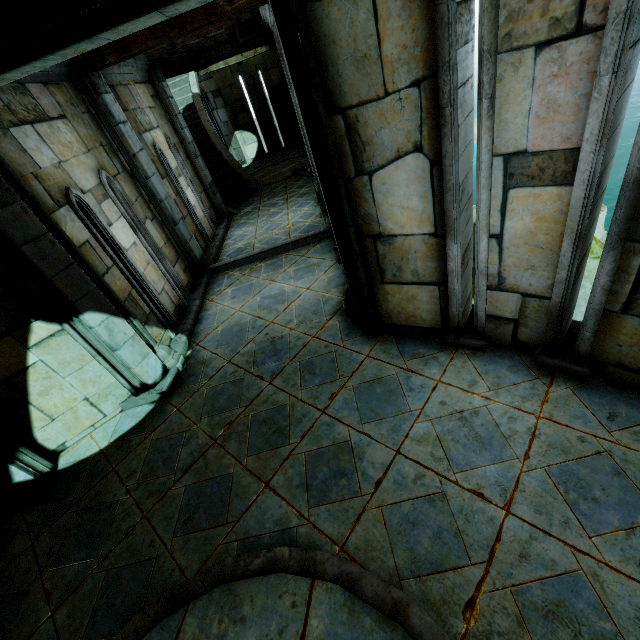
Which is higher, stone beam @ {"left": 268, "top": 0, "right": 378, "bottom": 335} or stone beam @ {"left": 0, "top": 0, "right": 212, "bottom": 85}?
stone beam @ {"left": 0, "top": 0, "right": 212, "bottom": 85}

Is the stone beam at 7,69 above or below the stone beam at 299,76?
above

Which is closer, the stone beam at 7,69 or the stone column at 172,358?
the stone beam at 7,69

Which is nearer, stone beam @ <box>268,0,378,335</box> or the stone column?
stone beam @ <box>268,0,378,335</box>

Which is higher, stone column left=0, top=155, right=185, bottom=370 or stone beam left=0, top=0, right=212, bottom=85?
stone beam left=0, top=0, right=212, bottom=85

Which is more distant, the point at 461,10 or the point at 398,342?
the point at 398,342
